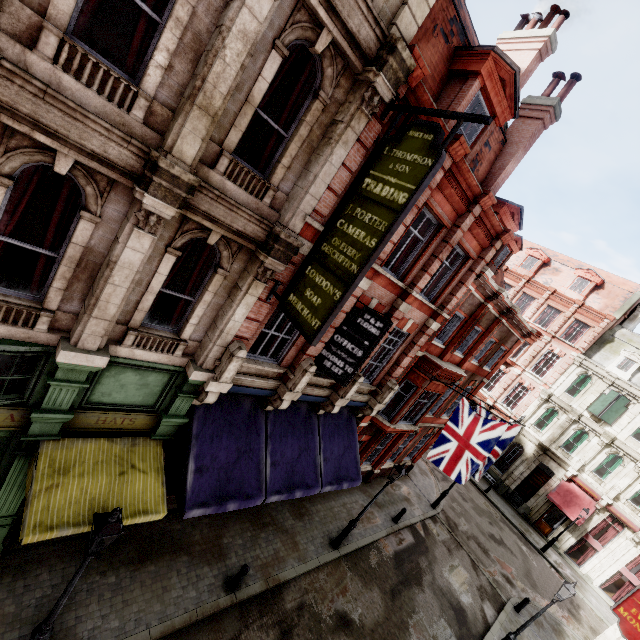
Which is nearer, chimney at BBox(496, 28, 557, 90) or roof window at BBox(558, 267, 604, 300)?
chimney at BBox(496, 28, 557, 90)

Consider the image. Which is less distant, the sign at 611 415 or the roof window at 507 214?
the roof window at 507 214

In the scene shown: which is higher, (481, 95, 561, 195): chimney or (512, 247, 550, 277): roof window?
(512, 247, 550, 277): roof window

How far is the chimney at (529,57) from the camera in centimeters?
1230cm

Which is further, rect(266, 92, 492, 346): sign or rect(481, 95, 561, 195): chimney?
rect(481, 95, 561, 195): chimney

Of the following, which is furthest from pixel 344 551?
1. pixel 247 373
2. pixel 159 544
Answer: pixel 247 373

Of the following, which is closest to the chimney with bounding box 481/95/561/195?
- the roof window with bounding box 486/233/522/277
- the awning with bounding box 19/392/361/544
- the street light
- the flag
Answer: the roof window with bounding box 486/233/522/277

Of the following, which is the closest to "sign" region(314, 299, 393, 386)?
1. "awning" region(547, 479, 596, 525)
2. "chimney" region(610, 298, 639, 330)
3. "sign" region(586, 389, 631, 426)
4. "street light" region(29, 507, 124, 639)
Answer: "street light" region(29, 507, 124, 639)
